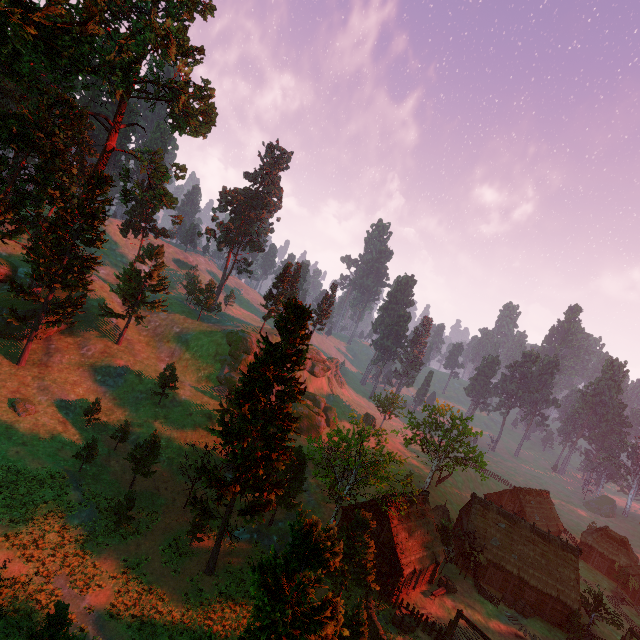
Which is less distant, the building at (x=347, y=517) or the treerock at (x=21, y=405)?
the treerock at (x=21, y=405)

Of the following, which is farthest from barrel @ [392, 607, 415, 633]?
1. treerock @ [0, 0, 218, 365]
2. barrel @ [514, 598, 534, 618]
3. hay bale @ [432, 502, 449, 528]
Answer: hay bale @ [432, 502, 449, 528]

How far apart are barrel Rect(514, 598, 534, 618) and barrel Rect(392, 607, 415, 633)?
16.1m

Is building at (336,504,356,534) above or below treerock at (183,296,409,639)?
A: below

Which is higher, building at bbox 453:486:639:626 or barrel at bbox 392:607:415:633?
building at bbox 453:486:639:626

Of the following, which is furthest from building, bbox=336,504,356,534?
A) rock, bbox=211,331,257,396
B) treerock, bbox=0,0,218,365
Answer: rock, bbox=211,331,257,396

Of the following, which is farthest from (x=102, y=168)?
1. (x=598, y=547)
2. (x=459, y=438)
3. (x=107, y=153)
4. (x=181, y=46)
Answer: (x=598, y=547)
